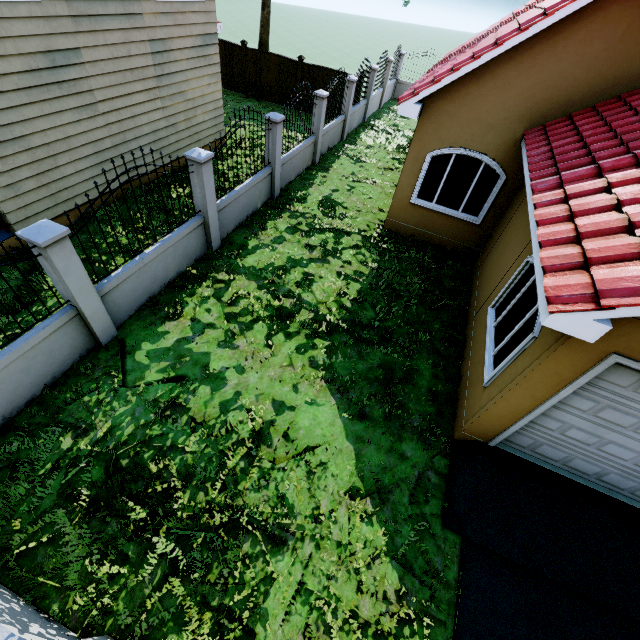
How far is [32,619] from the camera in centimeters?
335cm

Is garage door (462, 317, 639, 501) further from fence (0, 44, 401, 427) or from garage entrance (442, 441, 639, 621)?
fence (0, 44, 401, 427)

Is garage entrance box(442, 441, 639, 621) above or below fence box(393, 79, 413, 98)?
below

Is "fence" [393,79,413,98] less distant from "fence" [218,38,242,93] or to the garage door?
"fence" [218,38,242,93]

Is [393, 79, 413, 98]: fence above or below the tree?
below

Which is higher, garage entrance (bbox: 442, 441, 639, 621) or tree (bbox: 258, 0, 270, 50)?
tree (bbox: 258, 0, 270, 50)

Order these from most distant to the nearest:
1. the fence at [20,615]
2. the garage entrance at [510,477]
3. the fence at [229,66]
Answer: the fence at [229,66] < the garage entrance at [510,477] < the fence at [20,615]

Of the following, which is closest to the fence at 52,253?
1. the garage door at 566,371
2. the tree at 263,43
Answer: the tree at 263,43
